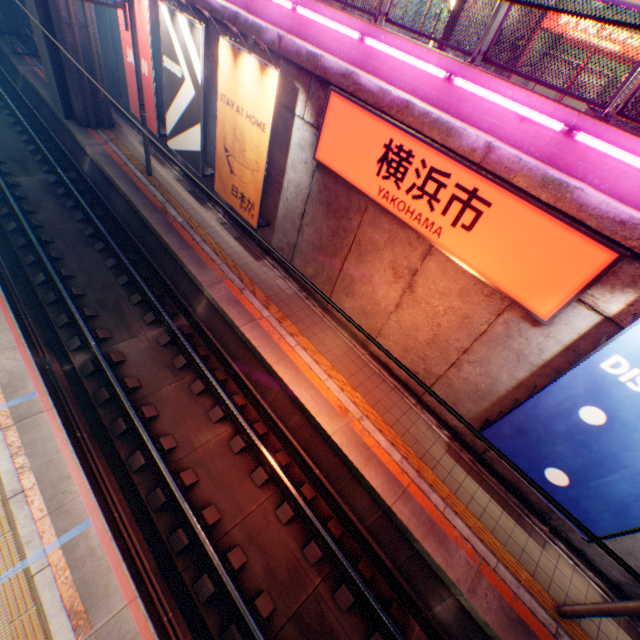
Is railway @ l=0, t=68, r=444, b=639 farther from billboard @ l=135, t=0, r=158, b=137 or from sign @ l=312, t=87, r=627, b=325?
sign @ l=312, t=87, r=627, b=325

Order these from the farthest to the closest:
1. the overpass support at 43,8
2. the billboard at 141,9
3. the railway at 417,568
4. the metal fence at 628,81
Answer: the overpass support at 43,8 < the billboard at 141,9 < the railway at 417,568 < the metal fence at 628,81

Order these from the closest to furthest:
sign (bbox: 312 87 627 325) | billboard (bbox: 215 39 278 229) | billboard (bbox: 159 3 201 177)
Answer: sign (bbox: 312 87 627 325)
billboard (bbox: 215 39 278 229)
billboard (bbox: 159 3 201 177)

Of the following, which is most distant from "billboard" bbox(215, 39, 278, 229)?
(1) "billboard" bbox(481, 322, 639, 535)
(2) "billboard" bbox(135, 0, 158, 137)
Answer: (1) "billboard" bbox(481, 322, 639, 535)

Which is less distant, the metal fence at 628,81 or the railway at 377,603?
the metal fence at 628,81

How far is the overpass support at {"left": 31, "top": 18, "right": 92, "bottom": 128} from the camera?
13.3m

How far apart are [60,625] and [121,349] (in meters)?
6.17

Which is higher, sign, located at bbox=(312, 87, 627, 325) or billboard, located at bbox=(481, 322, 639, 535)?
sign, located at bbox=(312, 87, 627, 325)
